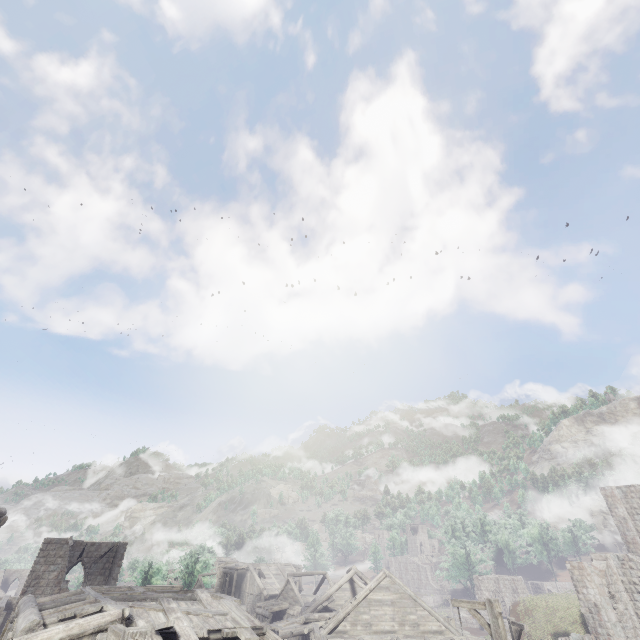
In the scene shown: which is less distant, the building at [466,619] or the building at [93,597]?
the building at [93,597]

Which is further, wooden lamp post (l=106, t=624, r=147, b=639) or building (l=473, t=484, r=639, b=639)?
building (l=473, t=484, r=639, b=639)

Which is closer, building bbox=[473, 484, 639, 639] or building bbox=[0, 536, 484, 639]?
building bbox=[0, 536, 484, 639]

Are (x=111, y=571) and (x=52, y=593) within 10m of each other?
yes

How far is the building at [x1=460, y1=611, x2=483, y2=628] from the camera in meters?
43.7 m

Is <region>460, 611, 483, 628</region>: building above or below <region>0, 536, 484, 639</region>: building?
below

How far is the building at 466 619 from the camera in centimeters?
4366cm
